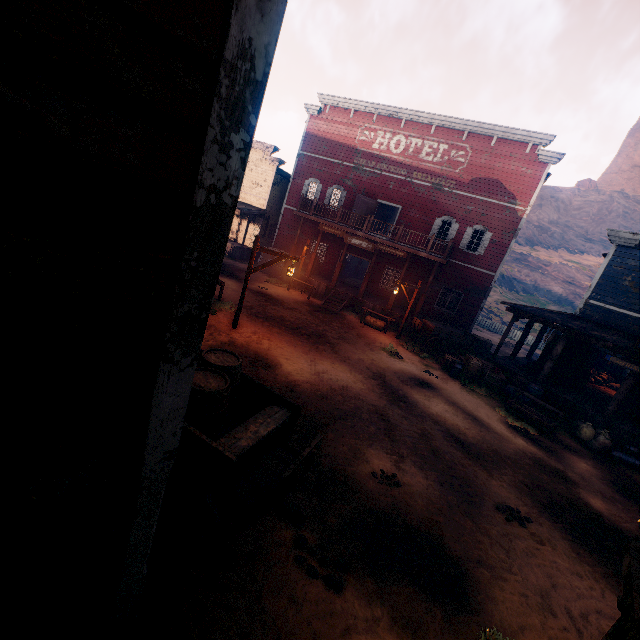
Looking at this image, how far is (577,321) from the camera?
13.9 meters

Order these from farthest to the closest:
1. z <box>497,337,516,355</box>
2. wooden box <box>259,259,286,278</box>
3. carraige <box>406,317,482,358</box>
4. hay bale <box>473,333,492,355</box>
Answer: Result: z <box>497,337,516,355</box> < wooden box <box>259,259,286,278</box> < hay bale <box>473,333,492,355</box> < carraige <box>406,317,482,358</box>

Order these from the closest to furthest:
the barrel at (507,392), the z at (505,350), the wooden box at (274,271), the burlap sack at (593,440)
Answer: the burlap sack at (593,440)
the barrel at (507,392)
the wooden box at (274,271)
the z at (505,350)

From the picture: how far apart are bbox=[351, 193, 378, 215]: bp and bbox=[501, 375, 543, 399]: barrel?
13.0 meters

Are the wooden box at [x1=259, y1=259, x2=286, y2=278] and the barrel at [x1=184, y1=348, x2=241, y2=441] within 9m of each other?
no

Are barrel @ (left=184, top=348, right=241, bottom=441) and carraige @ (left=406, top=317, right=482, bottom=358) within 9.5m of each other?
no

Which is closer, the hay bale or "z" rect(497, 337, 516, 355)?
the hay bale

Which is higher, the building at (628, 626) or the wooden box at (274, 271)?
the building at (628, 626)
